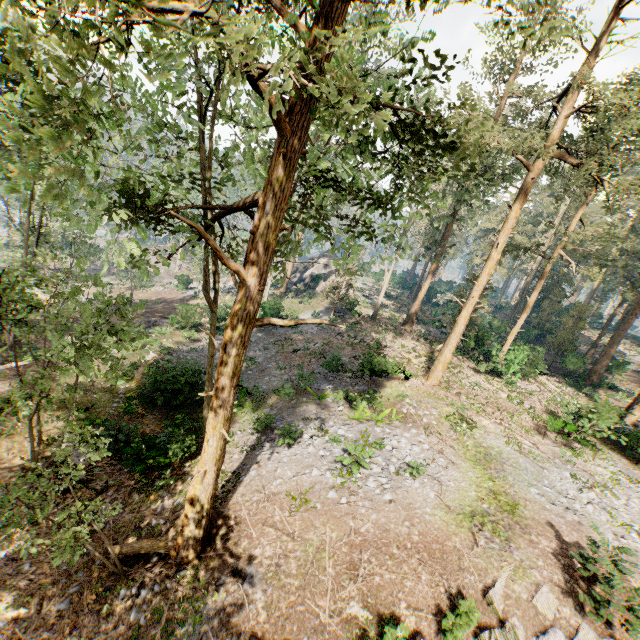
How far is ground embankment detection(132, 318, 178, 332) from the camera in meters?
27.6

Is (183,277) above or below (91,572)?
above

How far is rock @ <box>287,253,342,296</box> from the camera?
41.3 meters

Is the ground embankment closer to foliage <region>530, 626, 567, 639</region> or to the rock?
foliage <region>530, 626, 567, 639</region>

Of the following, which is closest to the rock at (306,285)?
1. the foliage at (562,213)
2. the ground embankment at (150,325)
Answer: the foliage at (562,213)

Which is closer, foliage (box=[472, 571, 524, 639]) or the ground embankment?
foliage (box=[472, 571, 524, 639])

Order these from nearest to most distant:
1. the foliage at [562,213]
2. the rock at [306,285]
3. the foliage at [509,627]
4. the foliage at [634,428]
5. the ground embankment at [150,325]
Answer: the foliage at [562,213] → the foliage at [509,627] → the foliage at [634,428] → the ground embankment at [150,325] → the rock at [306,285]
